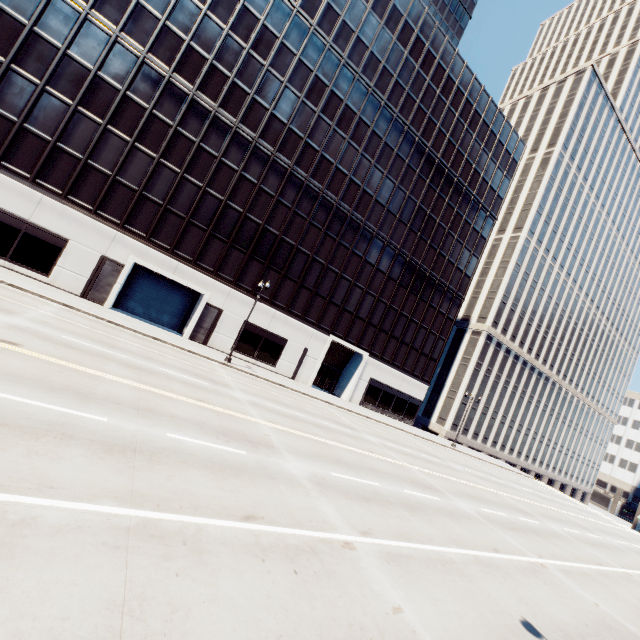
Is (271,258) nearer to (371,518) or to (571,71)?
(371,518)
